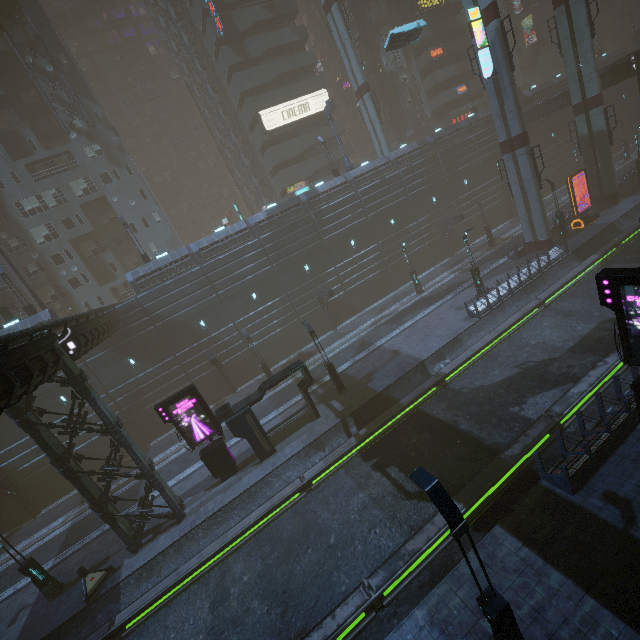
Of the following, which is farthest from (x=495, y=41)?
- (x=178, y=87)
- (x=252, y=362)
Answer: (x=178, y=87)

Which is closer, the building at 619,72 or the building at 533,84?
the building at 619,72

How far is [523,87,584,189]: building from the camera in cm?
3775

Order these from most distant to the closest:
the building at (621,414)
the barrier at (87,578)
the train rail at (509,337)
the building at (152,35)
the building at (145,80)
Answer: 1. the building at (145,80)
2. the building at (152,35)
3. the barrier at (87,578)
4. the train rail at (509,337)
5. the building at (621,414)

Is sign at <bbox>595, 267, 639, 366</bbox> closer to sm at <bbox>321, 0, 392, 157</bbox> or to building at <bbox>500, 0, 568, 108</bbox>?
building at <bbox>500, 0, 568, 108</bbox>

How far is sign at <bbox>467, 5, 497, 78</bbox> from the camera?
23.2 meters

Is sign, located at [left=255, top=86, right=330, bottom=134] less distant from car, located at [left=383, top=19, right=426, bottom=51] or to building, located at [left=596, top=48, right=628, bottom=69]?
building, located at [left=596, top=48, right=628, bottom=69]
